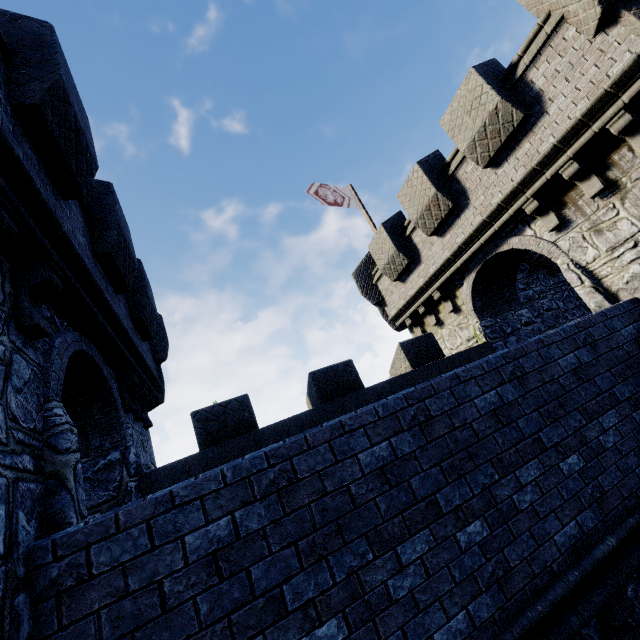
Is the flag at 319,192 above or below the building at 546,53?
above

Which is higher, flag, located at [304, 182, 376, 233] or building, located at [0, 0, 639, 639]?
flag, located at [304, 182, 376, 233]

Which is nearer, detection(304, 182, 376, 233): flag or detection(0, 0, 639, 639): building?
detection(0, 0, 639, 639): building

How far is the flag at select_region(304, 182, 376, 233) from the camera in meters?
13.9

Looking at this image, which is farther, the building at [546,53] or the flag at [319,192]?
the flag at [319,192]

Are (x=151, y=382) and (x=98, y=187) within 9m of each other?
yes
